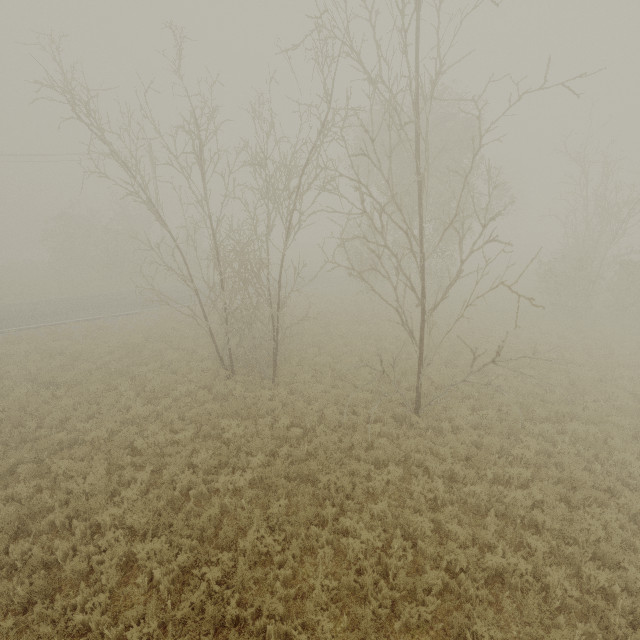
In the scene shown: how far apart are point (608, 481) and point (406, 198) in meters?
17.4
